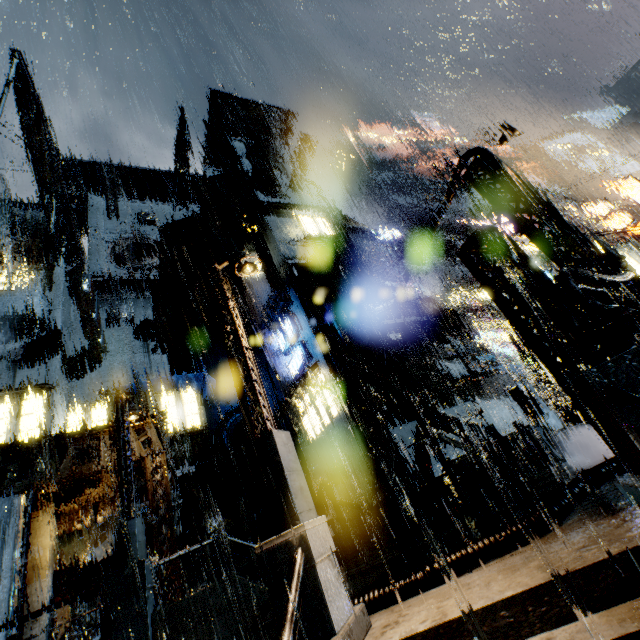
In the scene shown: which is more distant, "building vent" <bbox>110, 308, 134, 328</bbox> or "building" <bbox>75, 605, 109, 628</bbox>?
"building vent" <bbox>110, 308, 134, 328</bbox>

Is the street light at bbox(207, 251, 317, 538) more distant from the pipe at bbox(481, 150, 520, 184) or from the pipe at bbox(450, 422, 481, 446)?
the pipe at bbox(450, 422, 481, 446)

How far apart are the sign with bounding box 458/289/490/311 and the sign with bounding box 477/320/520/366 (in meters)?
9.57

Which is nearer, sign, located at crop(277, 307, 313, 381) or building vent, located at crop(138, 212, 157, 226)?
sign, located at crop(277, 307, 313, 381)

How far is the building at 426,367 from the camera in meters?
20.9

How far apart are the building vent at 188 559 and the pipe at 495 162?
22.33m

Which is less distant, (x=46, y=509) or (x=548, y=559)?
(x=548, y=559)

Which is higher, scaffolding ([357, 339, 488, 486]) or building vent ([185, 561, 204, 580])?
scaffolding ([357, 339, 488, 486])
